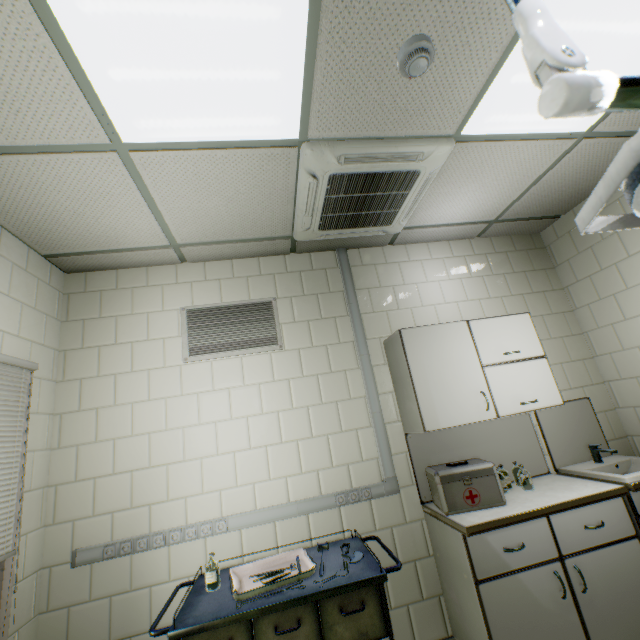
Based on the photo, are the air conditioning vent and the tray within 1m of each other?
no

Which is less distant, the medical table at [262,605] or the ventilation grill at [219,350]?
the medical table at [262,605]

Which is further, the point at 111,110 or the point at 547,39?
the point at 111,110

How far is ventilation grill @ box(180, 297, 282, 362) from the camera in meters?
2.7

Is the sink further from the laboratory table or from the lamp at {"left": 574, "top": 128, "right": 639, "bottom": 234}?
the lamp at {"left": 574, "top": 128, "right": 639, "bottom": 234}

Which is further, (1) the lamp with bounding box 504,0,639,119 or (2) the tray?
(2) the tray

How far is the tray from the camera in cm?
172

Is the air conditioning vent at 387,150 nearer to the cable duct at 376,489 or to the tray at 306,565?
the cable duct at 376,489
